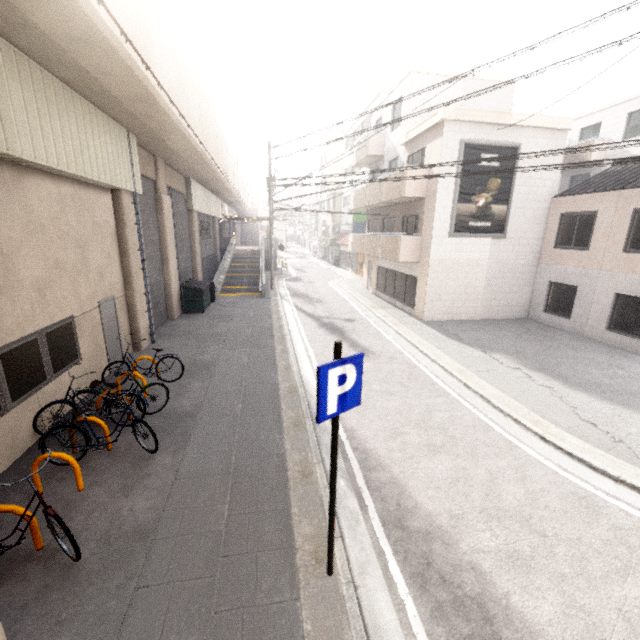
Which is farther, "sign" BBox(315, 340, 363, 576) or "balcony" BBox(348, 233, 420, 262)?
"balcony" BBox(348, 233, 420, 262)

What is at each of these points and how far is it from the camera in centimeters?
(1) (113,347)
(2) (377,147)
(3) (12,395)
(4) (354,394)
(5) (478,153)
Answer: (1) door, 952cm
(2) balcony, 1969cm
(3) window, 573cm
(4) sign, 338cm
(5) sign, 1381cm

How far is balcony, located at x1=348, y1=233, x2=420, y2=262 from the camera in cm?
1545

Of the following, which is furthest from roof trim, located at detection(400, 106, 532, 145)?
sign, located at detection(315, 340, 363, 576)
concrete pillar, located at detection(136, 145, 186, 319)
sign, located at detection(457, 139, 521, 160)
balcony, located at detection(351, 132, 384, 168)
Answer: sign, located at detection(315, 340, 363, 576)

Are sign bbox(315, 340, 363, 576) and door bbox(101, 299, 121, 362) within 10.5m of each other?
yes

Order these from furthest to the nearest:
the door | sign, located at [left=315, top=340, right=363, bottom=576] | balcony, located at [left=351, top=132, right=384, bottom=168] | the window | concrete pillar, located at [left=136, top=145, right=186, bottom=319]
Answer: balcony, located at [left=351, top=132, right=384, bottom=168], concrete pillar, located at [left=136, top=145, right=186, bottom=319], the door, the window, sign, located at [left=315, top=340, right=363, bottom=576]

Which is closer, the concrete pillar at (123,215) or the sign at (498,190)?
the concrete pillar at (123,215)

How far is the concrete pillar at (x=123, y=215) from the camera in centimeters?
983cm
